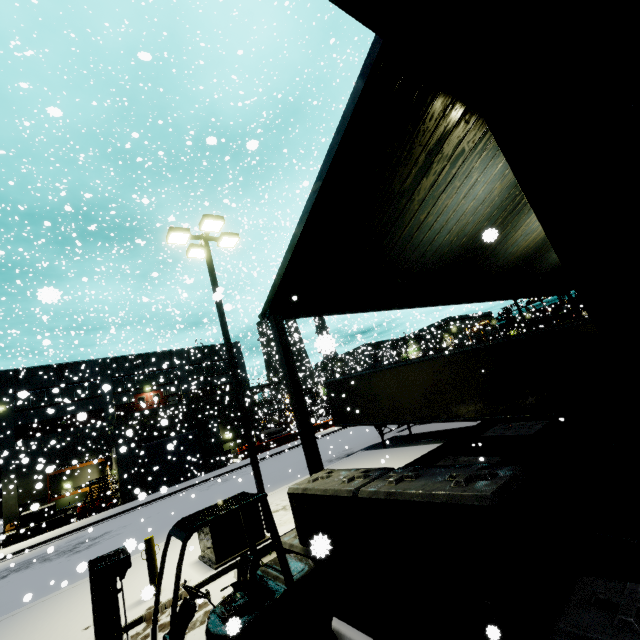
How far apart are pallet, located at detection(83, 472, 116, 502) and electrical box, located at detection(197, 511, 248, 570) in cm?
2542

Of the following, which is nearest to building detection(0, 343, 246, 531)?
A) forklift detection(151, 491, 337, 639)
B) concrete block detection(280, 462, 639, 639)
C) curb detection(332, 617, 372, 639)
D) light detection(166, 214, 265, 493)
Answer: concrete block detection(280, 462, 639, 639)

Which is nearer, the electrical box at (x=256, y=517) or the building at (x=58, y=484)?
the electrical box at (x=256, y=517)

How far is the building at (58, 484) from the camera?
30.28m

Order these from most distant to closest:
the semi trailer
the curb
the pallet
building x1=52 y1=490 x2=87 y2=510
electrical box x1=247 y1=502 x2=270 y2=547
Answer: building x1=52 y1=490 x2=87 y2=510
the pallet
the semi trailer
electrical box x1=247 y1=502 x2=270 y2=547
the curb

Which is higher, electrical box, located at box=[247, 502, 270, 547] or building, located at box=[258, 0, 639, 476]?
building, located at box=[258, 0, 639, 476]

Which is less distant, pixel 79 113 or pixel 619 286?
pixel 619 286
